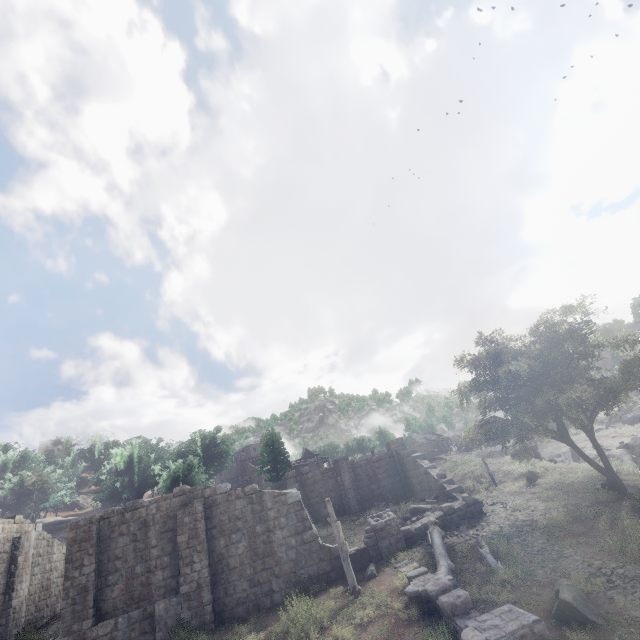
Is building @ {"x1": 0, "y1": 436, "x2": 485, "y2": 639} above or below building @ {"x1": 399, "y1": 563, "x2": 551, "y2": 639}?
above

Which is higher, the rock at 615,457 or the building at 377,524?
the building at 377,524

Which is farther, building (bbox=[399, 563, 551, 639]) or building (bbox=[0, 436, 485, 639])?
building (bbox=[0, 436, 485, 639])

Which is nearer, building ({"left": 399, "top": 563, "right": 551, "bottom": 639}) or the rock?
building ({"left": 399, "top": 563, "right": 551, "bottom": 639})

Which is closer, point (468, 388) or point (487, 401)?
point (468, 388)

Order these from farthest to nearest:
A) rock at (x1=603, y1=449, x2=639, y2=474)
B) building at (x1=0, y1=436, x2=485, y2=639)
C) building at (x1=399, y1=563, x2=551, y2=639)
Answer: rock at (x1=603, y1=449, x2=639, y2=474)
building at (x1=0, y1=436, x2=485, y2=639)
building at (x1=399, y1=563, x2=551, y2=639)

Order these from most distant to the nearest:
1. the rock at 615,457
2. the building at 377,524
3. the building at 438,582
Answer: the rock at 615,457 → the building at 377,524 → the building at 438,582
